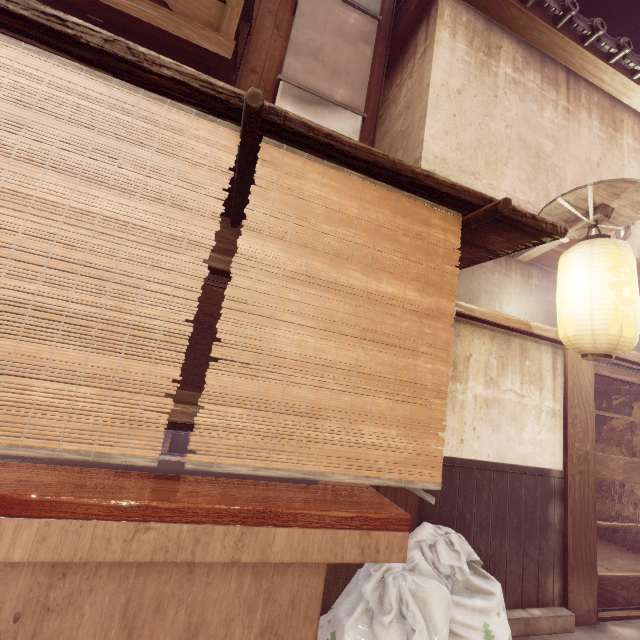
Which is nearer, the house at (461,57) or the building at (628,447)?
the house at (461,57)

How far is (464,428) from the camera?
5.8 meters

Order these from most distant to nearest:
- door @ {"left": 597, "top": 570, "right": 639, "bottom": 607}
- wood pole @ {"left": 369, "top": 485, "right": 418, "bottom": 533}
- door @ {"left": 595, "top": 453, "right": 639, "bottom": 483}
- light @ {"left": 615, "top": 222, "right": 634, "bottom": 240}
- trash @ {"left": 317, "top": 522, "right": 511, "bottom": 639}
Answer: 1. light @ {"left": 615, "top": 222, "right": 634, "bottom": 240}
2. door @ {"left": 595, "top": 453, "right": 639, "bottom": 483}
3. door @ {"left": 597, "top": 570, "right": 639, "bottom": 607}
4. wood pole @ {"left": 369, "top": 485, "right": 418, "bottom": 533}
5. trash @ {"left": 317, "top": 522, "right": 511, "bottom": 639}

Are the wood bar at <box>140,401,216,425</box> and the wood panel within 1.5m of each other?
no

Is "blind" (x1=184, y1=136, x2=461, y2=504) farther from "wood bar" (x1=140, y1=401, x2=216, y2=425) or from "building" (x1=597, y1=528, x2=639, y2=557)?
"building" (x1=597, y1=528, x2=639, y2=557)

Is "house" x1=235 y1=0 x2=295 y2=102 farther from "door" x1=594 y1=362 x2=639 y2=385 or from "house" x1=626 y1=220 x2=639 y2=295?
"door" x1=594 y1=362 x2=639 y2=385

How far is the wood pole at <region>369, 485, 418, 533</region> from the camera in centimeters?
500cm

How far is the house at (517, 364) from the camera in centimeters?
585cm
